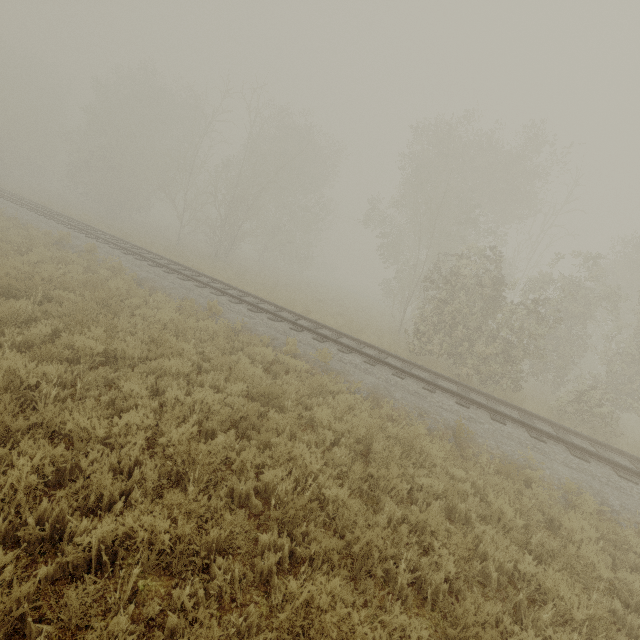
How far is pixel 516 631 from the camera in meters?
3.5 m

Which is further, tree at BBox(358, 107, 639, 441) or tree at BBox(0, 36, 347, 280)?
tree at BBox(0, 36, 347, 280)

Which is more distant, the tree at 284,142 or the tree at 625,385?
the tree at 284,142
